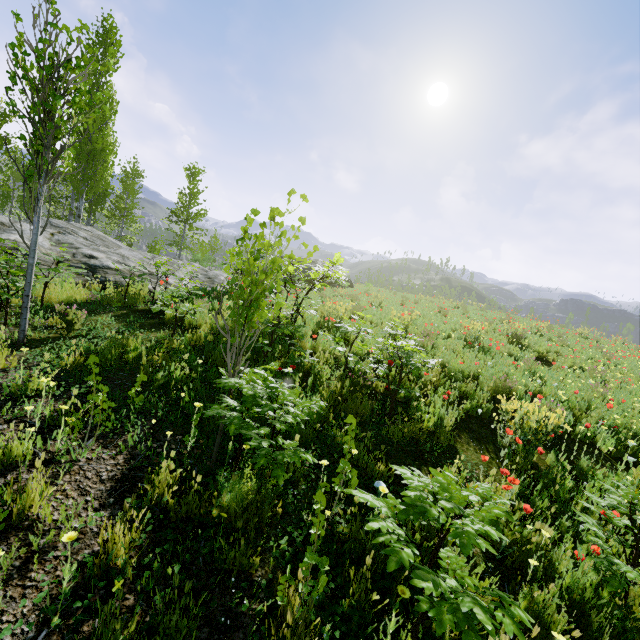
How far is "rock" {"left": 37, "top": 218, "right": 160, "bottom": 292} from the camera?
8.4m

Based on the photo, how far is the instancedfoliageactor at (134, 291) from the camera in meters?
6.9

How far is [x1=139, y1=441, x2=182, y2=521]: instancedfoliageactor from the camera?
2.44m

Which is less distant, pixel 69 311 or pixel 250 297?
pixel 250 297

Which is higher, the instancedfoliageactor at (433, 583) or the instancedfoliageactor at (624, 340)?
the instancedfoliageactor at (624, 340)

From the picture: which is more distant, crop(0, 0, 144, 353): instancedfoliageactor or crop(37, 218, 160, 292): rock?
crop(37, 218, 160, 292): rock

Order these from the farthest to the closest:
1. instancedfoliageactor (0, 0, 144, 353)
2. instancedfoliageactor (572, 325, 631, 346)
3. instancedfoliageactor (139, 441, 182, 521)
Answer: instancedfoliageactor (572, 325, 631, 346)
instancedfoliageactor (0, 0, 144, 353)
instancedfoliageactor (139, 441, 182, 521)
